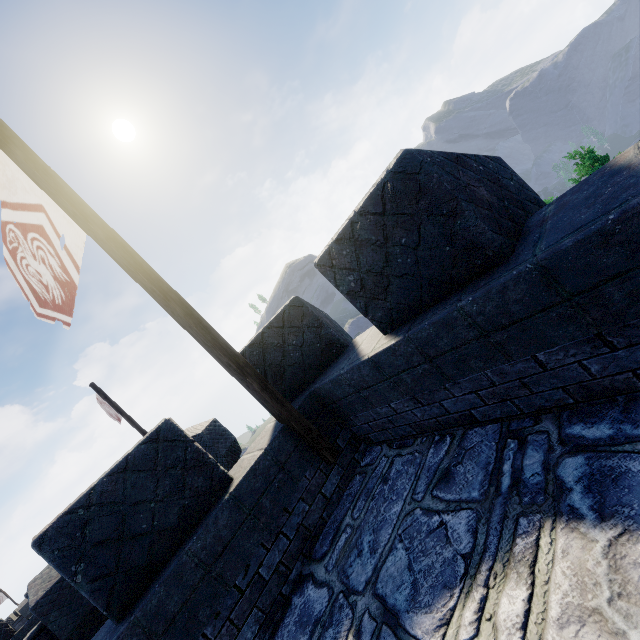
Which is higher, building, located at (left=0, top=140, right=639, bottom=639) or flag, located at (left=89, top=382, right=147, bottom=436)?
flag, located at (left=89, top=382, right=147, bottom=436)

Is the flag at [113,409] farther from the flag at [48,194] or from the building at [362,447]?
the flag at [48,194]

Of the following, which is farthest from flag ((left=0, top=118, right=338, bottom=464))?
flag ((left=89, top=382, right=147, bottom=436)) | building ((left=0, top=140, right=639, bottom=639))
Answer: flag ((left=89, top=382, right=147, bottom=436))

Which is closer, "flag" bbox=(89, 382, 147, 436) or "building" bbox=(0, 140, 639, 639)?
"building" bbox=(0, 140, 639, 639)

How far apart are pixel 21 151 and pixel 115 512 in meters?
3.9 m

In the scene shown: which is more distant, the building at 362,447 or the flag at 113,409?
the flag at 113,409

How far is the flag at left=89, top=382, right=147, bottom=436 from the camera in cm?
1223
